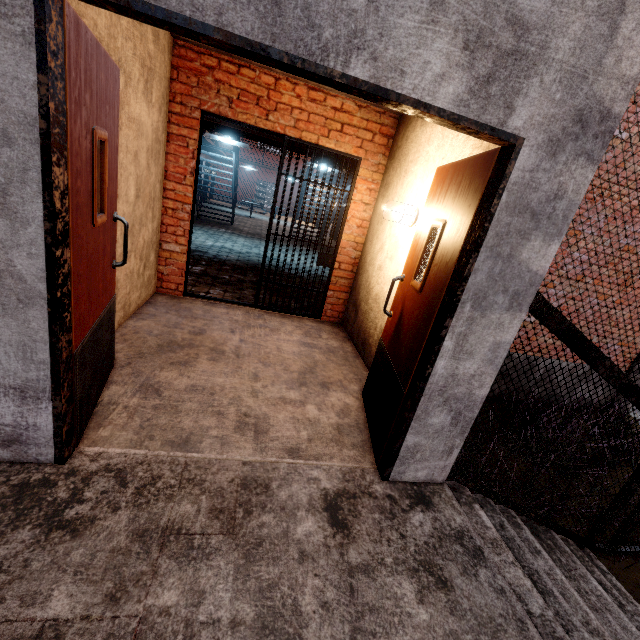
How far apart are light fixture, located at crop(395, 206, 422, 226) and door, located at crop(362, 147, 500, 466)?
0.3m

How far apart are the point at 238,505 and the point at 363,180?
4.1 meters

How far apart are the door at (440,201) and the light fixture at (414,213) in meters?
0.3 m

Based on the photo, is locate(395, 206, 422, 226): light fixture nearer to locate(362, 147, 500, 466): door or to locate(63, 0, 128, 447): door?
locate(362, 147, 500, 466): door

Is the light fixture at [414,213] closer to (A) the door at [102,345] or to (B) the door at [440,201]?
(B) the door at [440,201]

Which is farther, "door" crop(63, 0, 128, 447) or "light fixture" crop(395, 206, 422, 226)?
"light fixture" crop(395, 206, 422, 226)

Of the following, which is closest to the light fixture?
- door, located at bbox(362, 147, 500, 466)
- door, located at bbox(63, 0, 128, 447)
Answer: door, located at bbox(362, 147, 500, 466)
